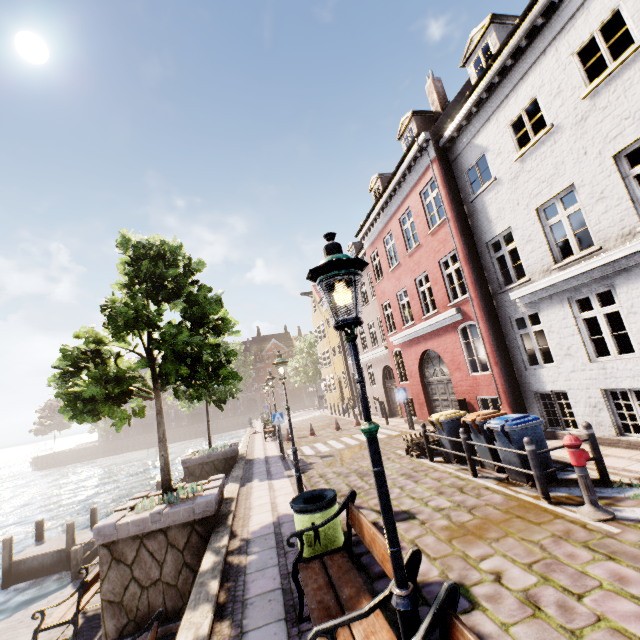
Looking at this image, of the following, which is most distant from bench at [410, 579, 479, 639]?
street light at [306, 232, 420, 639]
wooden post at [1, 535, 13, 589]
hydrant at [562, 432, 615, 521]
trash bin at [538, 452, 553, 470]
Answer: wooden post at [1, 535, 13, 589]

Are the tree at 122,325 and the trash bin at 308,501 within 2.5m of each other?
no

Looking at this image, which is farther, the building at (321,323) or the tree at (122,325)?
the building at (321,323)

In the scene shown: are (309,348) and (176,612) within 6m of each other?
no

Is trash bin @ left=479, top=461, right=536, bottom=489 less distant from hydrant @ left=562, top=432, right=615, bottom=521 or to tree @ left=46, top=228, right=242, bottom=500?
Result: hydrant @ left=562, top=432, right=615, bottom=521

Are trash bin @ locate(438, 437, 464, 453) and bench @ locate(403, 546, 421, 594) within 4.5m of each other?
no

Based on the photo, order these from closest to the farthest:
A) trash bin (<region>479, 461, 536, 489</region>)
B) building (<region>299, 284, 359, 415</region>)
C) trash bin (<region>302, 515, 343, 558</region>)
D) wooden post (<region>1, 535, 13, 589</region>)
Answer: trash bin (<region>302, 515, 343, 558</region>) → trash bin (<region>479, 461, 536, 489</region>) → wooden post (<region>1, 535, 13, 589</region>) → building (<region>299, 284, 359, 415</region>)

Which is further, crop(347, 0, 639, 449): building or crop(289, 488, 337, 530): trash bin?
crop(347, 0, 639, 449): building
